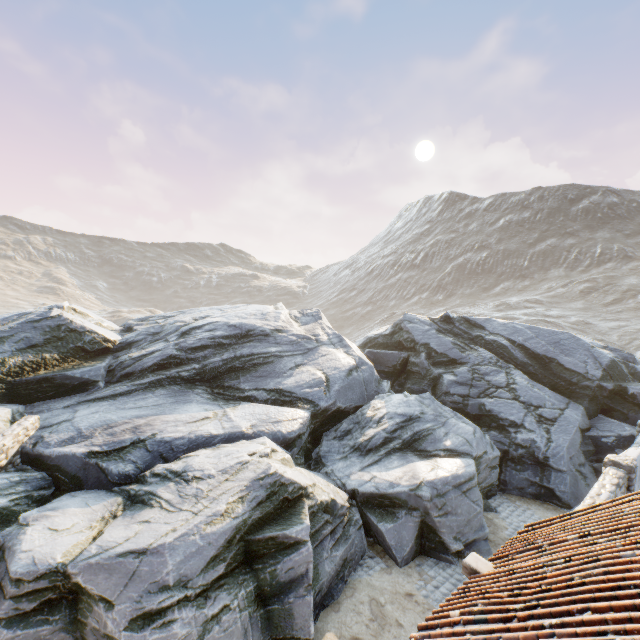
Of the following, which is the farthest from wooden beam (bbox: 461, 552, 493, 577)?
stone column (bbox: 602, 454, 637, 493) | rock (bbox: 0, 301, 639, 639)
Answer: stone column (bbox: 602, 454, 637, 493)

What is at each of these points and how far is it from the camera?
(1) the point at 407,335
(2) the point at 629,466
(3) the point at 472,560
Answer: (1) rock, 21.1m
(2) stone column, 9.9m
(3) wooden beam, 5.9m

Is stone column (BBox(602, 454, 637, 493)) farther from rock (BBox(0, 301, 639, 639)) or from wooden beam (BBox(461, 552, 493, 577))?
wooden beam (BBox(461, 552, 493, 577))

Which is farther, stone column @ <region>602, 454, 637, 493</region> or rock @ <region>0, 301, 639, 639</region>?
stone column @ <region>602, 454, 637, 493</region>

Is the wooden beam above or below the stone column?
below

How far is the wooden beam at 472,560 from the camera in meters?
5.7

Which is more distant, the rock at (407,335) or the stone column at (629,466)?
the stone column at (629,466)
